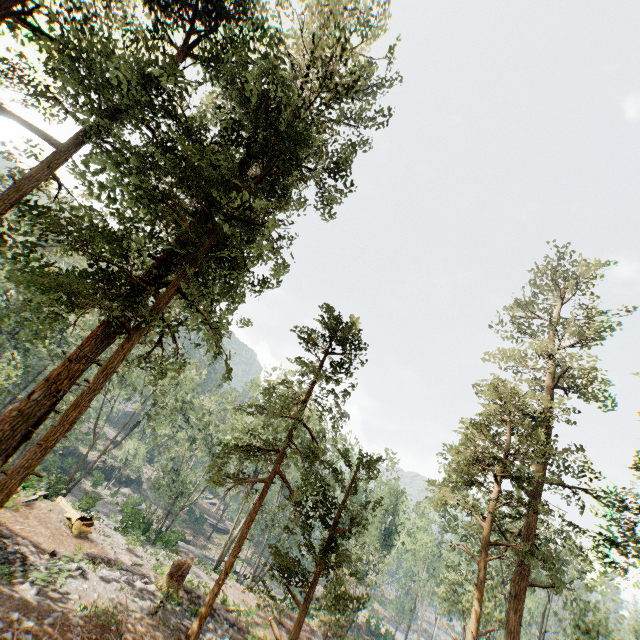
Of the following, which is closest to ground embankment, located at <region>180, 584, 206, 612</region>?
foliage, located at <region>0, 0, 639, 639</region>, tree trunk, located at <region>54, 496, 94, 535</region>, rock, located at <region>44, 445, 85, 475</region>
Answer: foliage, located at <region>0, 0, 639, 639</region>

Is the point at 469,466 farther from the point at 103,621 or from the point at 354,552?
the point at 354,552

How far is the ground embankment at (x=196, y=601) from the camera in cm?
1624

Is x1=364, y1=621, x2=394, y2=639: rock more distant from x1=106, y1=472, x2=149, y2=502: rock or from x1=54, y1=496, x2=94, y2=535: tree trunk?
x1=54, y1=496, x2=94, y2=535: tree trunk

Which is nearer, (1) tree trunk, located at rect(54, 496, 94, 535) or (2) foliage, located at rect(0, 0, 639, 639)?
(2) foliage, located at rect(0, 0, 639, 639)

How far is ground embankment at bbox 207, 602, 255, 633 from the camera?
16.6m

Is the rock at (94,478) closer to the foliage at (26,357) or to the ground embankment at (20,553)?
the foliage at (26,357)

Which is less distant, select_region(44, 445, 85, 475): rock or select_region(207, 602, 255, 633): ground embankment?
select_region(207, 602, 255, 633): ground embankment
